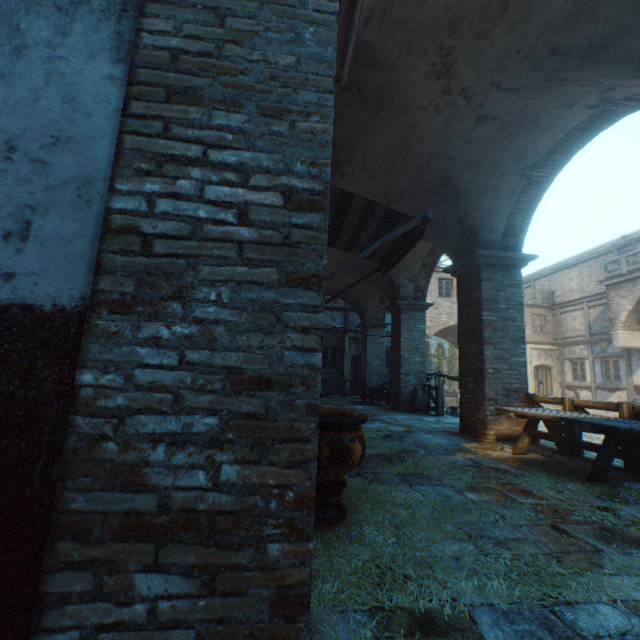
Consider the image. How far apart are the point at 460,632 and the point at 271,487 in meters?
1.2 m

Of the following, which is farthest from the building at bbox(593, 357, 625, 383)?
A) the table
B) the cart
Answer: the cart

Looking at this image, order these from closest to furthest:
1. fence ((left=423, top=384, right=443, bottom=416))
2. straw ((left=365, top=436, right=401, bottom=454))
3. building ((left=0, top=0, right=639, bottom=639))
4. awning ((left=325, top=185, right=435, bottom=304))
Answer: building ((left=0, top=0, right=639, bottom=639)), awning ((left=325, top=185, right=435, bottom=304)), straw ((left=365, top=436, right=401, bottom=454)), fence ((left=423, top=384, right=443, bottom=416))

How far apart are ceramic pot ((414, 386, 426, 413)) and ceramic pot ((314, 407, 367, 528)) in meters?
8.7 m

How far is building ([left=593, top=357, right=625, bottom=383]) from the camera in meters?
16.9 m

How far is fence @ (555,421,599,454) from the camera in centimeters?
526cm

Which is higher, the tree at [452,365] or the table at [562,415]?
the tree at [452,365]

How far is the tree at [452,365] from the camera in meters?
38.3 m
